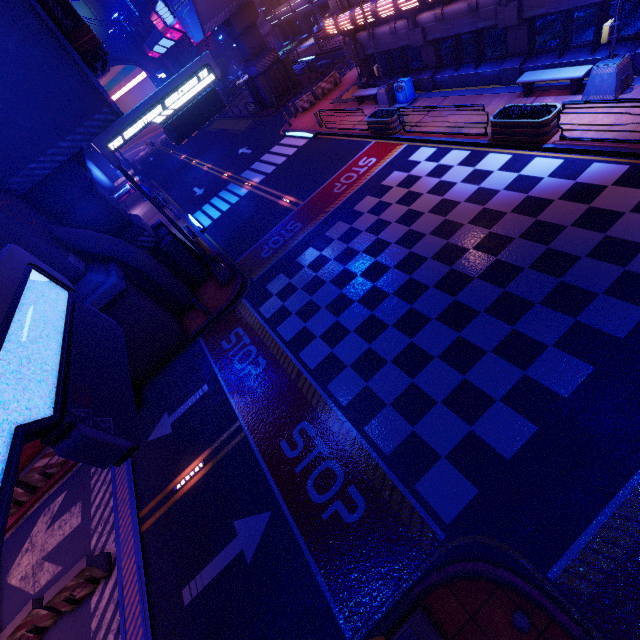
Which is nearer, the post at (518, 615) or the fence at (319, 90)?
the post at (518, 615)

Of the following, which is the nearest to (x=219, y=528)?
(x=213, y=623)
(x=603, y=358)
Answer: (x=213, y=623)

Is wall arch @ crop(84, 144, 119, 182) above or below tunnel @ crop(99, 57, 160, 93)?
below

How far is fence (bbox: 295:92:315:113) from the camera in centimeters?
2642cm

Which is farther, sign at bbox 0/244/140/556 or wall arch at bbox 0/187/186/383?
wall arch at bbox 0/187/186/383

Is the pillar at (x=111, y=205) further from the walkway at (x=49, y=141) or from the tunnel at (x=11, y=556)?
the tunnel at (x=11, y=556)

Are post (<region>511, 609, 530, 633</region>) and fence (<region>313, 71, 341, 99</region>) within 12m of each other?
no

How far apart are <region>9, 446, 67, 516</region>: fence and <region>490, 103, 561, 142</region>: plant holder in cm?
2054
